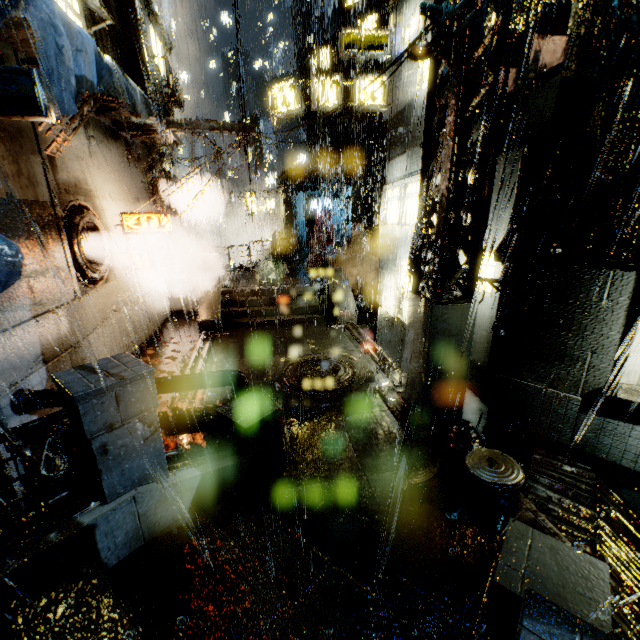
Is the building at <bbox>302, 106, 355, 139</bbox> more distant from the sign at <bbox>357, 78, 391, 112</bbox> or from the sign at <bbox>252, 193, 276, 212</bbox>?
the sign at <bbox>252, 193, 276, 212</bbox>

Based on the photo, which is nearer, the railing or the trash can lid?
the railing

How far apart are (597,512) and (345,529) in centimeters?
441cm

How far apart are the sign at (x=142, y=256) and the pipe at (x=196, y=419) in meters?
6.8 m

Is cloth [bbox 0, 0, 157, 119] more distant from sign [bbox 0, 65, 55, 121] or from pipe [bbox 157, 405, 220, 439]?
pipe [bbox 157, 405, 220, 439]

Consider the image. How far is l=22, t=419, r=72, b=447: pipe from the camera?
6.1 meters

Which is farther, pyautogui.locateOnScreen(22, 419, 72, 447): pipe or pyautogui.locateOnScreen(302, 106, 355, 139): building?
pyautogui.locateOnScreen(302, 106, 355, 139): building

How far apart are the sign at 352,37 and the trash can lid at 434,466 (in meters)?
16.29
